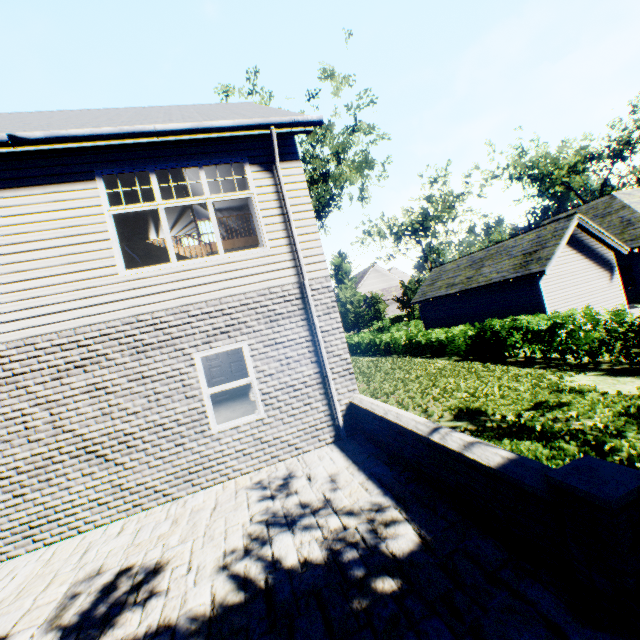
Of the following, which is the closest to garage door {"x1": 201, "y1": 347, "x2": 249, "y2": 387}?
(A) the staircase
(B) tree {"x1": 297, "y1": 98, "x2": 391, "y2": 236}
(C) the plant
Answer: (A) the staircase

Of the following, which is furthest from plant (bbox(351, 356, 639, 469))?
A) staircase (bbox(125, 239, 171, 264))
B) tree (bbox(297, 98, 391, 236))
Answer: staircase (bbox(125, 239, 171, 264))

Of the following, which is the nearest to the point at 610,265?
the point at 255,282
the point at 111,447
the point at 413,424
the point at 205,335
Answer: the point at 413,424

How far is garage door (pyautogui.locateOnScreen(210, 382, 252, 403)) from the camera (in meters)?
15.77

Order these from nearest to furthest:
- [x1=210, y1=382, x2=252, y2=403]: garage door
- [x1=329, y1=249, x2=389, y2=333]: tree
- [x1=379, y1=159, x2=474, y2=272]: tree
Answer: [x1=210, y1=382, x2=252, y2=403]: garage door
[x1=379, y1=159, x2=474, y2=272]: tree
[x1=329, y1=249, x2=389, y2=333]: tree

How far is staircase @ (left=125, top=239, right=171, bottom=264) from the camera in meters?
11.1

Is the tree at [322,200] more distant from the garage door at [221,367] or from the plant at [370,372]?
the garage door at [221,367]

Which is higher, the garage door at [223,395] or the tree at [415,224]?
the tree at [415,224]
